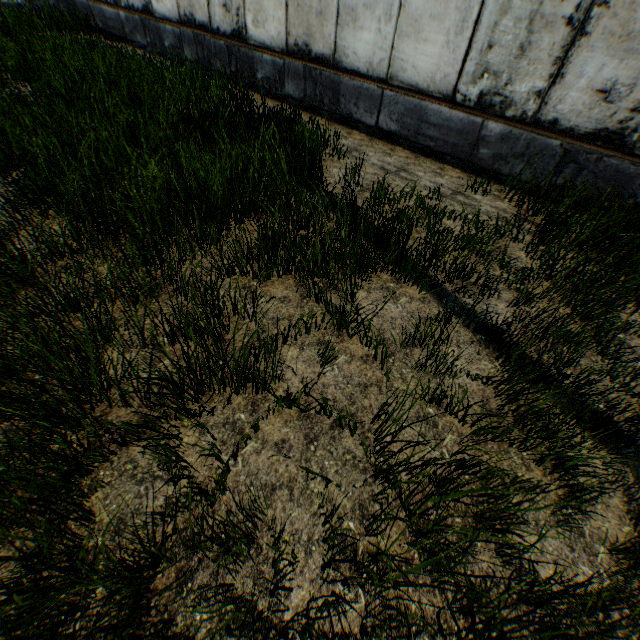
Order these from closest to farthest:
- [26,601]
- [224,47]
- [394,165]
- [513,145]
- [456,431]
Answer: [26,601]
[456,431]
[513,145]
[394,165]
[224,47]
